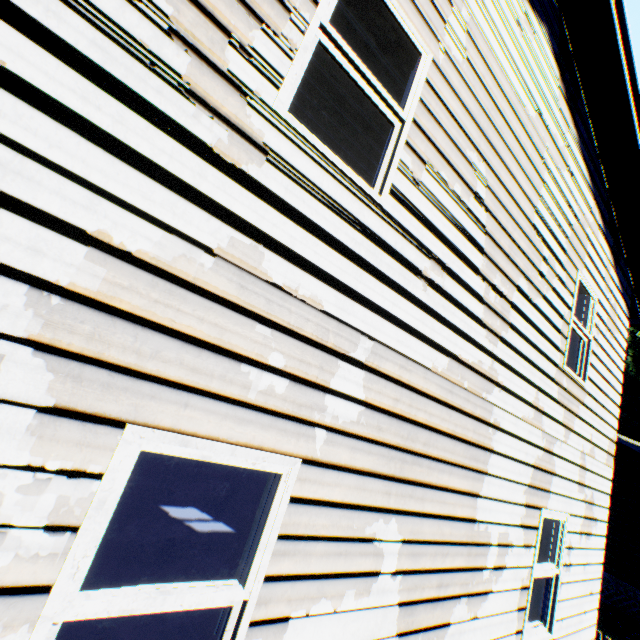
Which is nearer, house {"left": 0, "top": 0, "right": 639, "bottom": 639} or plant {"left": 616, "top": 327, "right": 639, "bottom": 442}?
house {"left": 0, "top": 0, "right": 639, "bottom": 639}

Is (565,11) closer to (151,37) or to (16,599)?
(151,37)

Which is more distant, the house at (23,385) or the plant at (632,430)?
the plant at (632,430)

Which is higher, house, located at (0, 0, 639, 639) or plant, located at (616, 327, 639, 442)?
plant, located at (616, 327, 639, 442)

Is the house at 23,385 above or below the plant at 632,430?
below
